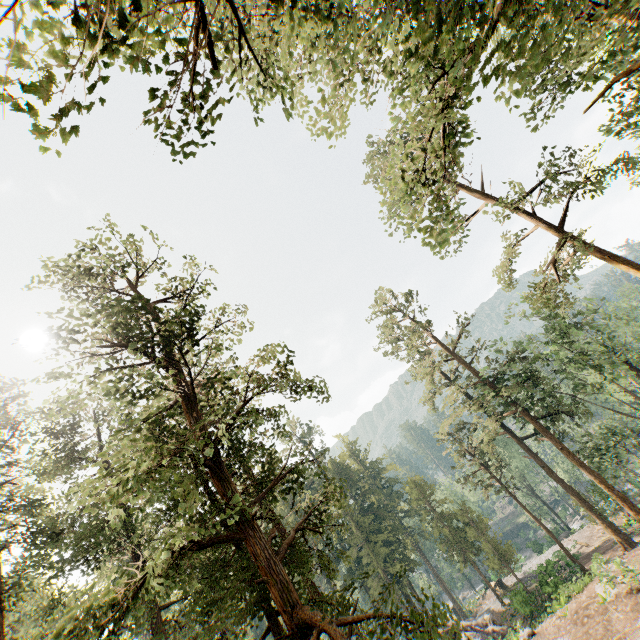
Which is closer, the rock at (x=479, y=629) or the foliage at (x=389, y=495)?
the foliage at (x=389, y=495)

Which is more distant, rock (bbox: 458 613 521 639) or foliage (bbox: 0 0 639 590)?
rock (bbox: 458 613 521 639)

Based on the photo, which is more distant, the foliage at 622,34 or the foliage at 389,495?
the foliage at 389,495

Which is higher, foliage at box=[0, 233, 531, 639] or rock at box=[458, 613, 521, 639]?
foliage at box=[0, 233, 531, 639]

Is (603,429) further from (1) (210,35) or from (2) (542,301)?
(1) (210,35)

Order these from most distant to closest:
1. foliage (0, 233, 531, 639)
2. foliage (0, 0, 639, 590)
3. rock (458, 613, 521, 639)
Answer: rock (458, 613, 521, 639) → foliage (0, 233, 531, 639) → foliage (0, 0, 639, 590)
